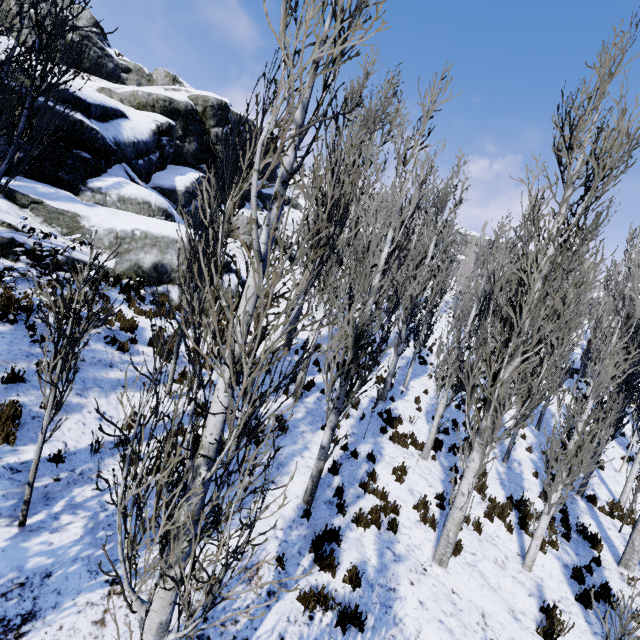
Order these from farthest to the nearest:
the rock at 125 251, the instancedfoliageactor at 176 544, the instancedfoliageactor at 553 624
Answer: the rock at 125 251
the instancedfoliageactor at 553 624
the instancedfoliageactor at 176 544

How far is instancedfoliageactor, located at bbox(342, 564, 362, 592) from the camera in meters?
5.7 m

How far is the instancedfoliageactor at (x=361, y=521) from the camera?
7.10m

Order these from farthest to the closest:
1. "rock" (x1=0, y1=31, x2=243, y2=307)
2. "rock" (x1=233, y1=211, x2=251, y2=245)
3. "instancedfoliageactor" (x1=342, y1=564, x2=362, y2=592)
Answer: "rock" (x1=233, y1=211, x2=251, y2=245) → "rock" (x1=0, y1=31, x2=243, y2=307) → "instancedfoliageactor" (x1=342, y1=564, x2=362, y2=592)

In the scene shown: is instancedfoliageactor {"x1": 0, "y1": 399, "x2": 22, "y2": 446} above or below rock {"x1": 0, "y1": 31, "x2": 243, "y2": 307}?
below

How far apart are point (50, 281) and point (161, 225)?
9.9m

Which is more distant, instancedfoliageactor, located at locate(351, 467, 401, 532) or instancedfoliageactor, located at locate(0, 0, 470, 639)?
instancedfoliageactor, located at locate(351, 467, 401, 532)
